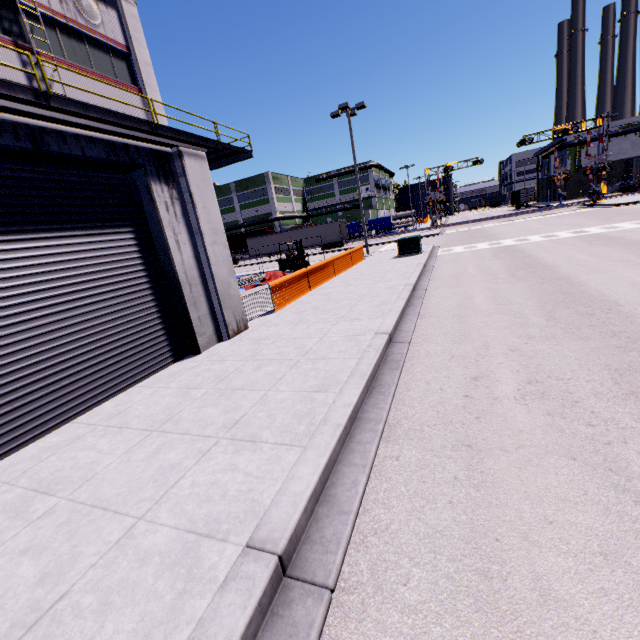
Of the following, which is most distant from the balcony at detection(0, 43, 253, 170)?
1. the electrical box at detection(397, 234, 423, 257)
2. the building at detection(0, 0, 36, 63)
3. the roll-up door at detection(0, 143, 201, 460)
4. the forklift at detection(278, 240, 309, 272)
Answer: the electrical box at detection(397, 234, 423, 257)

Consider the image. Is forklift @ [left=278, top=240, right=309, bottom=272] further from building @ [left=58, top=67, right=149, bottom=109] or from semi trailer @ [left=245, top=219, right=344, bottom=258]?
semi trailer @ [left=245, top=219, right=344, bottom=258]

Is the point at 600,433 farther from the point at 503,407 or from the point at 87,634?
the point at 87,634

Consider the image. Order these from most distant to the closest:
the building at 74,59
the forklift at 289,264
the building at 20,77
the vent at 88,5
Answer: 1. the forklift at 289,264
2. the vent at 88,5
3. the building at 74,59
4. the building at 20,77

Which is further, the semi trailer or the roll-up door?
the semi trailer

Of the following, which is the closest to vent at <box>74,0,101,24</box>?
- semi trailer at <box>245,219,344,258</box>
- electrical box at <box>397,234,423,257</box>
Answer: electrical box at <box>397,234,423,257</box>

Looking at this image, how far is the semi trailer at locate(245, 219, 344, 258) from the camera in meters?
42.8

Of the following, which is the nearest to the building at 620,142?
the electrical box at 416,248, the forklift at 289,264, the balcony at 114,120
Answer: the balcony at 114,120
